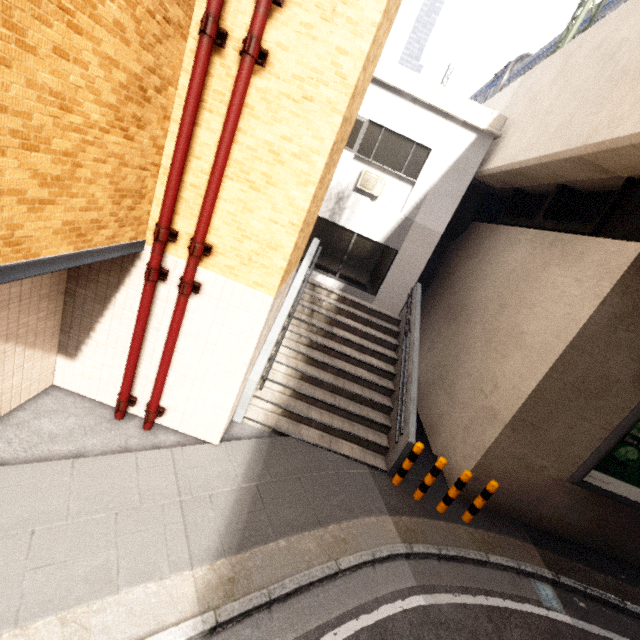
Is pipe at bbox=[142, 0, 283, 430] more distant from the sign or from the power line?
the power line

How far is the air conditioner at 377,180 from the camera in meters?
9.5 m

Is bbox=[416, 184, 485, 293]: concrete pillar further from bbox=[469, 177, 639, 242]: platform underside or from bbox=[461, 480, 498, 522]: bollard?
bbox=[461, 480, 498, 522]: bollard

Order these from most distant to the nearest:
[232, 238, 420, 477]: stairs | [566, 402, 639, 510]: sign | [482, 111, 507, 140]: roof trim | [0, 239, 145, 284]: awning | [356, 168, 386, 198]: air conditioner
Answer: [356, 168, 386, 198]: air conditioner
[482, 111, 507, 140]: roof trim
[232, 238, 420, 477]: stairs
[566, 402, 639, 510]: sign
[0, 239, 145, 284]: awning

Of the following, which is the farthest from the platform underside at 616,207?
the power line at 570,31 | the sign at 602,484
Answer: the power line at 570,31

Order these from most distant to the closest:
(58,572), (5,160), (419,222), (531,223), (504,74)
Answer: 1. (504,74)
2. (419,222)
3. (531,223)
4. (58,572)
5. (5,160)

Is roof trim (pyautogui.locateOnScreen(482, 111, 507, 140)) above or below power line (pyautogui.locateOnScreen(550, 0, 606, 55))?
below

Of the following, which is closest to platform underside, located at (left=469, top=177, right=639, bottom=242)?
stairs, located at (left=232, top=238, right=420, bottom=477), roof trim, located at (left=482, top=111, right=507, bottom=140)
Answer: roof trim, located at (left=482, top=111, right=507, bottom=140)
